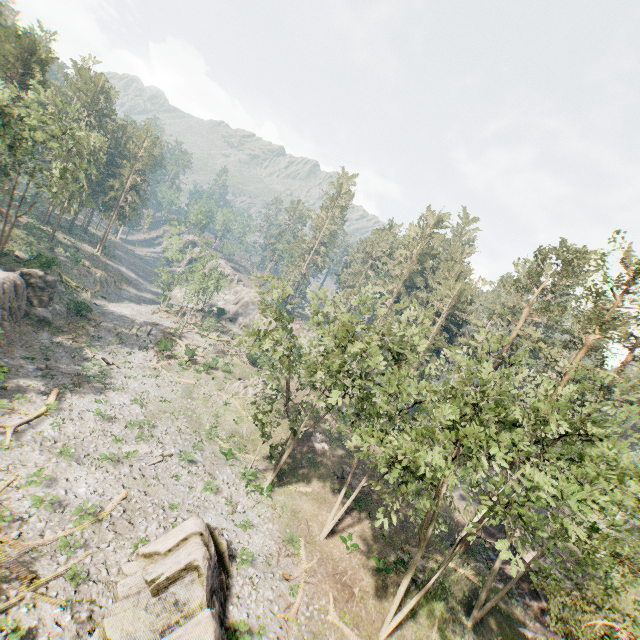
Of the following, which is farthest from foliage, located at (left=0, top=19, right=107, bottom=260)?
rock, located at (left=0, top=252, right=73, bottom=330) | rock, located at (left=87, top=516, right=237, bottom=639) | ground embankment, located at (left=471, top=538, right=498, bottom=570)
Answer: rock, located at (left=0, top=252, right=73, bottom=330)

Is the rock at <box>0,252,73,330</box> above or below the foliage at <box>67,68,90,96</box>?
below

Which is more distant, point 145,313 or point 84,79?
point 84,79

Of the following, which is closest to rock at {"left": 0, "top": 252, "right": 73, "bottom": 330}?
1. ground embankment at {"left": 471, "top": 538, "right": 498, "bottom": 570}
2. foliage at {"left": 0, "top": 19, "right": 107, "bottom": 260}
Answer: foliage at {"left": 0, "top": 19, "right": 107, "bottom": 260}

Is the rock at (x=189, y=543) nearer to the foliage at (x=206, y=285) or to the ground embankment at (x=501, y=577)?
the foliage at (x=206, y=285)

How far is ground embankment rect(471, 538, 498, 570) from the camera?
29.5m

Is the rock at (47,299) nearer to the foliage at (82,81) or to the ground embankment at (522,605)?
the foliage at (82,81)

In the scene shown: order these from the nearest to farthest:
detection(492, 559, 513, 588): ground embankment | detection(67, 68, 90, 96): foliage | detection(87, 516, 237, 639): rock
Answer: detection(87, 516, 237, 639): rock < detection(492, 559, 513, 588): ground embankment < detection(67, 68, 90, 96): foliage
